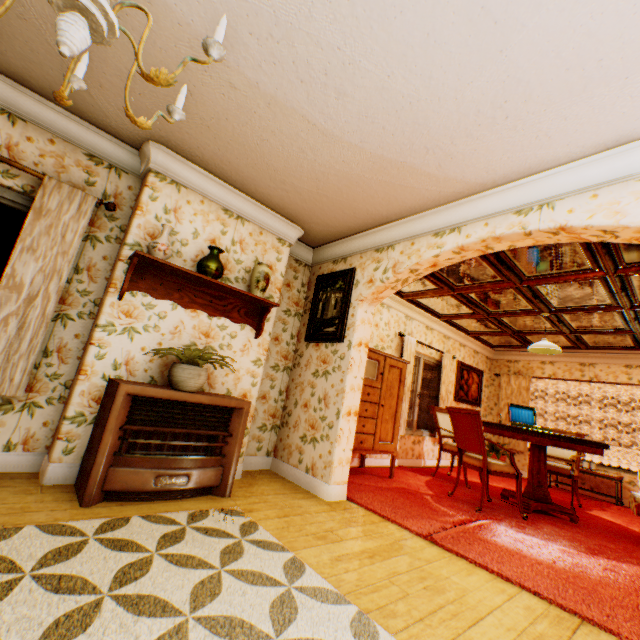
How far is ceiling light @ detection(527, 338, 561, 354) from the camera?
5.20m

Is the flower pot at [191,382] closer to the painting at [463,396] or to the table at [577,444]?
the table at [577,444]

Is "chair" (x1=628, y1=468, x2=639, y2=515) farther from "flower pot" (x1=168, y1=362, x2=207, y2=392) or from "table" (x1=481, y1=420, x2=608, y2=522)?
"flower pot" (x1=168, y1=362, x2=207, y2=392)

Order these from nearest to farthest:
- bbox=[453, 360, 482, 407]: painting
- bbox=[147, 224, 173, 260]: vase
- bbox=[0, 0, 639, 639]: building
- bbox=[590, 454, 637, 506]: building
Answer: bbox=[0, 0, 639, 639]: building, bbox=[147, 224, 173, 260]: vase, bbox=[590, 454, 637, 506]: building, bbox=[453, 360, 482, 407]: painting

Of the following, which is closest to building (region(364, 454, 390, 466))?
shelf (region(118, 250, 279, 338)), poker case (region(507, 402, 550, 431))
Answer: shelf (region(118, 250, 279, 338))

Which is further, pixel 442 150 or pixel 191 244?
pixel 191 244

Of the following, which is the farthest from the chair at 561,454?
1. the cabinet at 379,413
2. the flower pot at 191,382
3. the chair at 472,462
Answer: the flower pot at 191,382

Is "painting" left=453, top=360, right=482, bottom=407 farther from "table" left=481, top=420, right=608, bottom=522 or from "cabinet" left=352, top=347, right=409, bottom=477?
"cabinet" left=352, top=347, right=409, bottom=477
